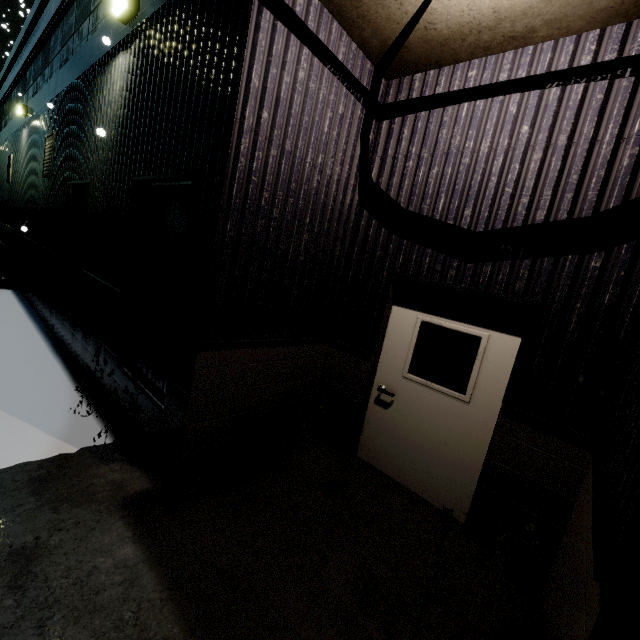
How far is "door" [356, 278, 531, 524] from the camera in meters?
3.4

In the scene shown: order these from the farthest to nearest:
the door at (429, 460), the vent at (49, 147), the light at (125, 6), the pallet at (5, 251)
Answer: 1. the pallet at (5, 251)
2. the vent at (49, 147)
3. the light at (125, 6)
4. the door at (429, 460)

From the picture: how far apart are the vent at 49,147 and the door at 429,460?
7.95m

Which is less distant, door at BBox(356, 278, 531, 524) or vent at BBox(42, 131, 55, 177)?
door at BBox(356, 278, 531, 524)

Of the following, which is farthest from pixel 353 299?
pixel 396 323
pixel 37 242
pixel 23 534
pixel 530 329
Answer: pixel 37 242

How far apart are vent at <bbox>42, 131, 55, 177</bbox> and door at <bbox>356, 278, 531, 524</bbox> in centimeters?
795cm

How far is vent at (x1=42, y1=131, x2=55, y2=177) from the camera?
7.3 meters

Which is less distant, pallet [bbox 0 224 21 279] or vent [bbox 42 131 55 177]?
vent [bbox 42 131 55 177]
